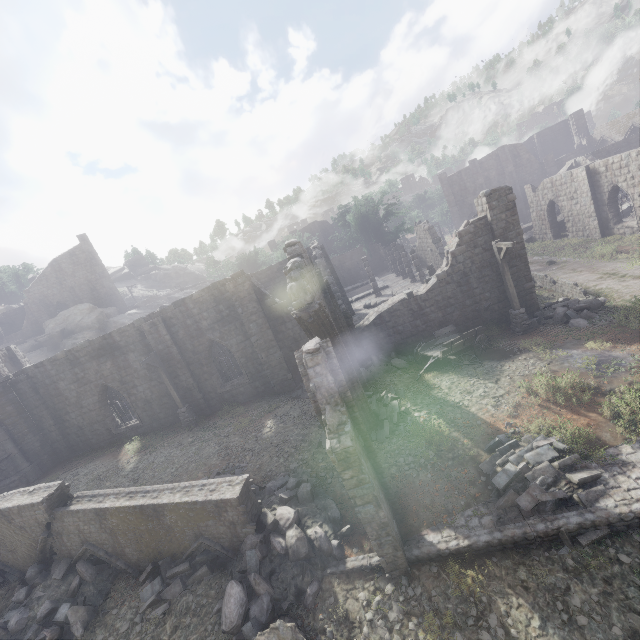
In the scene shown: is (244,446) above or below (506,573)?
above

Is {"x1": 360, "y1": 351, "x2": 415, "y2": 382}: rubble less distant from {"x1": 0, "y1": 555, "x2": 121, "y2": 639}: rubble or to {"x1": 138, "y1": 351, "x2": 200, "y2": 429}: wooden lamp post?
{"x1": 0, "y1": 555, "x2": 121, "y2": 639}: rubble

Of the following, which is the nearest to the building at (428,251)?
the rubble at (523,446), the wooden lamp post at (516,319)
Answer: the wooden lamp post at (516,319)

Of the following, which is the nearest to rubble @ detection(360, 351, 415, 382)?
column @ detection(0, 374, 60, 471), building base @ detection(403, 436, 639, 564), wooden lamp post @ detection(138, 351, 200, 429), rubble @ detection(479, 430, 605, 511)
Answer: rubble @ detection(479, 430, 605, 511)

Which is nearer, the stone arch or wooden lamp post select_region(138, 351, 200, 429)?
wooden lamp post select_region(138, 351, 200, 429)

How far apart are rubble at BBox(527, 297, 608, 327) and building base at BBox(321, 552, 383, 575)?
13.18m

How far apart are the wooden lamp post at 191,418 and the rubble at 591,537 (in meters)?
16.38

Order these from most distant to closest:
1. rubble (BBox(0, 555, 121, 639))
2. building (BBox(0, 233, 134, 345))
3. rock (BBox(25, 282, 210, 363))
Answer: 1. building (BBox(0, 233, 134, 345))
2. rock (BBox(25, 282, 210, 363))
3. rubble (BBox(0, 555, 121, 639))
